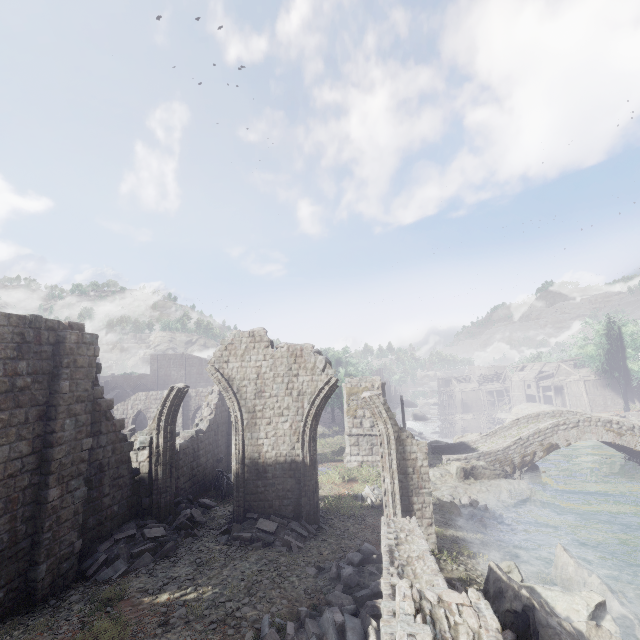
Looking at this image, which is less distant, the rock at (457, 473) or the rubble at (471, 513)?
the rubble at (471, 513)

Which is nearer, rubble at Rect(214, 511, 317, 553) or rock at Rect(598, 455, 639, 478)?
rubble at Rect(214, 511, 317, 553)

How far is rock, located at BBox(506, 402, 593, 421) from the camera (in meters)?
41.66

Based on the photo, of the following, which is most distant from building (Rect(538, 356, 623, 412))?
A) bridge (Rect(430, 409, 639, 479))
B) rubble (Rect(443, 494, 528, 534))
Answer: rubble (Rect(443, 494, 528, 534))

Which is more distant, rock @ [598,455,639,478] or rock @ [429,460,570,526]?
rock @ [598,455,639,478]

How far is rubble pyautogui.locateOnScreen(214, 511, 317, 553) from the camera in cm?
1071

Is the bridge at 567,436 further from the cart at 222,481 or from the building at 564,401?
the cart at 222,481

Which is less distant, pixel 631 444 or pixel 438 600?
pixel 438 600
